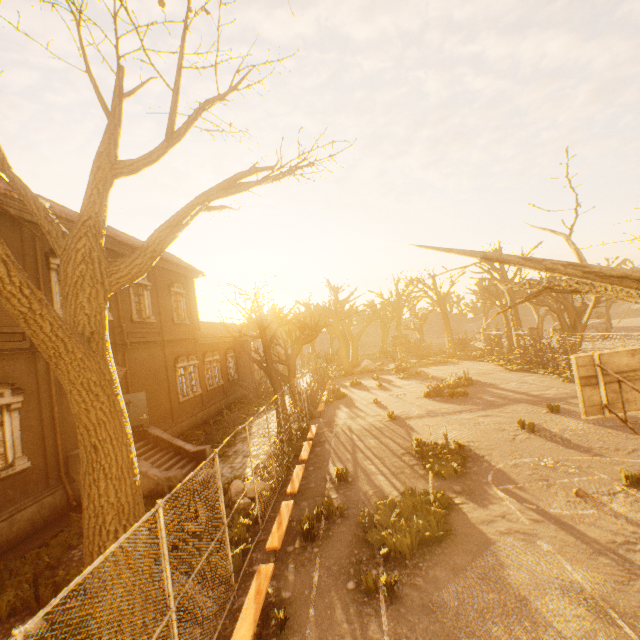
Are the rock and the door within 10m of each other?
yes

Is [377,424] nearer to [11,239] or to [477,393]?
[477,393]

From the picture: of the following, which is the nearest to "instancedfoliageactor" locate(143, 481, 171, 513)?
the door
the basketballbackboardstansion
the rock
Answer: the rock

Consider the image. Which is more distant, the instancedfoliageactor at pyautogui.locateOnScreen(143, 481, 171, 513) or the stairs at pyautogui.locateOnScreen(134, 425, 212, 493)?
the stairs at pyautogui.locateOnScreen(134, 425, 212, 493)

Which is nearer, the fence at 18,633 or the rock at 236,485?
the fence at 18,633

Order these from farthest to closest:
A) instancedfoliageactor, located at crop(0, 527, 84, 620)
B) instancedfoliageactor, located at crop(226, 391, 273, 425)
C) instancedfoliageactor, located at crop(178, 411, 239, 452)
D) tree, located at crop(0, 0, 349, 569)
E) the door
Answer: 1. instancedfoliageactor, located at crop(226, 391, 273, 425)
2. instancedfoliageactor, located at crop(178, 411, 239, 452)
3. the door
4. instancedfoliageactor, located at crop(0, 527, 84, 620)
5. tree, located at crop(0, 0, 349, 569)

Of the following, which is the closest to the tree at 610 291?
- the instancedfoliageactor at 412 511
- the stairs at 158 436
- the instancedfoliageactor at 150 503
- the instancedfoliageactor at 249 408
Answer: the instancedfoliageactor at 150 503

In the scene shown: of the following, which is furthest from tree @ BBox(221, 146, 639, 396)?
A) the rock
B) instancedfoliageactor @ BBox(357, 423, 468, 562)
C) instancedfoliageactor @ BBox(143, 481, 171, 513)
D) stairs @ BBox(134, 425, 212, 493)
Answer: instancedfoliageactor @ BBox(357, 423, 468, 562)
